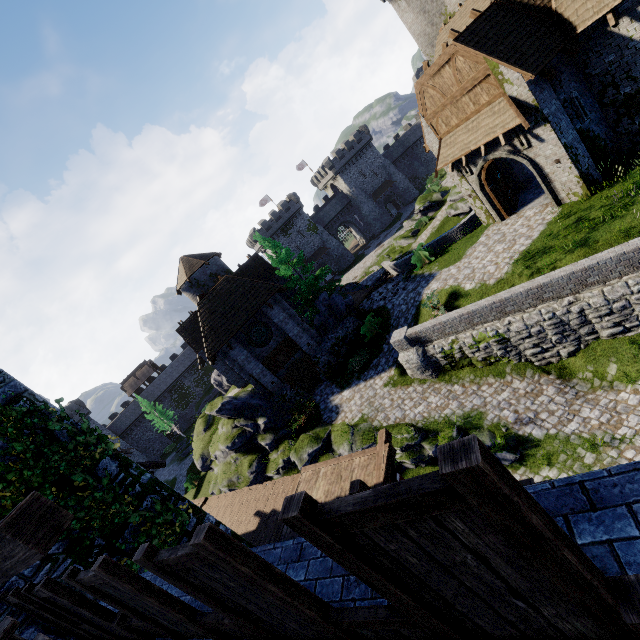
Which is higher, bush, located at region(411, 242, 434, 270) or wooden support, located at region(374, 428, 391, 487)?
wooden support, located at region(374, 428, 391, 487)

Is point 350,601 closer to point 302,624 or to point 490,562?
point 302,624

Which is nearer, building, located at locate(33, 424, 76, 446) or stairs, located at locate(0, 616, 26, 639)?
stairs, located at locate(0, 616, 26, 639)

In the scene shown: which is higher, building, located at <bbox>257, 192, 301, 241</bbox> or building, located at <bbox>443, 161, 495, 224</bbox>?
building, located at <bbox>257, 192, 301, 241</bbox>

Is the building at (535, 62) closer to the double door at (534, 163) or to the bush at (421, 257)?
the double door at (534, 163)

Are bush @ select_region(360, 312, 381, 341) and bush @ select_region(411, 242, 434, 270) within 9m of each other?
yes

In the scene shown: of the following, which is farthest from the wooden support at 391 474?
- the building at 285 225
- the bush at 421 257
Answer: the building at 285 225

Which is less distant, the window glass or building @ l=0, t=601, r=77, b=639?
building @ l=0, t=601, r=77, b=639
